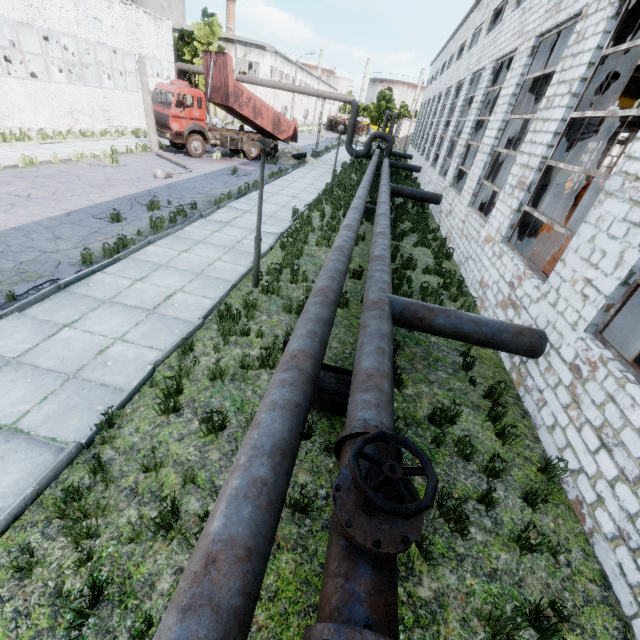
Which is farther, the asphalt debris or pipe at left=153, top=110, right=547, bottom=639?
the asphalt debris

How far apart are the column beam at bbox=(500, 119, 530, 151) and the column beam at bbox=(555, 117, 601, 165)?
4.0 meters

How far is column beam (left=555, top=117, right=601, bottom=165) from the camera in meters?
7.7

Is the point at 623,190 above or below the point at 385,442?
above

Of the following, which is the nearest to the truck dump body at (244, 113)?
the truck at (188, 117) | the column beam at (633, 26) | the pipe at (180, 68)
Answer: the truck at (188, 117)

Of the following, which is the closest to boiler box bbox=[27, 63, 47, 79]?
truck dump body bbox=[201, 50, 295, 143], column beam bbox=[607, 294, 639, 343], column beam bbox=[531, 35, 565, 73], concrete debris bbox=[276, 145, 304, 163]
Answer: truck dump body bbox=[201, 50, 295, 143]

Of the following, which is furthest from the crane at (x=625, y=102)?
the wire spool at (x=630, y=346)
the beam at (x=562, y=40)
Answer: the wire spool at (x=630, y=346)

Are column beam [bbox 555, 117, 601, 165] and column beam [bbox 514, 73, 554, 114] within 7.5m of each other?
yes
